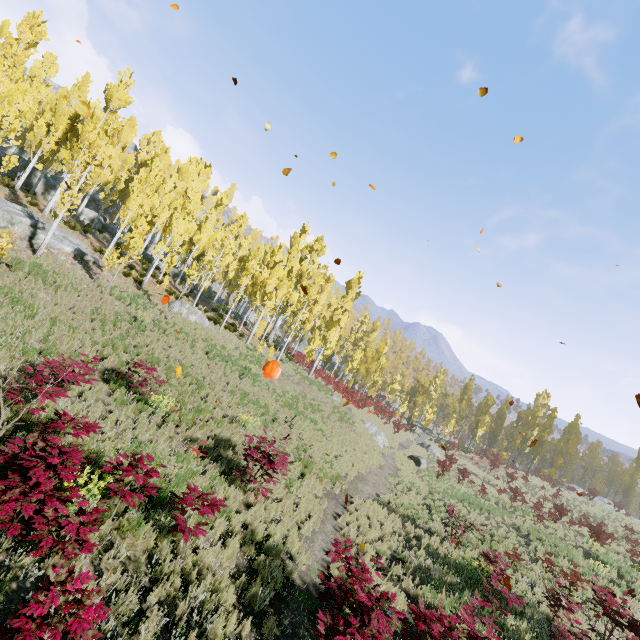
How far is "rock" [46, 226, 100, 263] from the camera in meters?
18.7 m

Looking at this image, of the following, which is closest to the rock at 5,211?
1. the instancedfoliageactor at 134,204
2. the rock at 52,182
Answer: the instancedfoliageactor at 134,204

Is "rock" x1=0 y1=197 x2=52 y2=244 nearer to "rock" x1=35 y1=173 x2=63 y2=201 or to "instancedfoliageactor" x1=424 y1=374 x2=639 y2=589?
"instancedfoliageactor" x1=424 y1=374 x2=639 y2=589

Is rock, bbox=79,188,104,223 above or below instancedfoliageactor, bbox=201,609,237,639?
above

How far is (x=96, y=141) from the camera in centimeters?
Answer: 1705cm

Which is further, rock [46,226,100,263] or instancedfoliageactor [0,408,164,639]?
rock [46,226,100,263]
